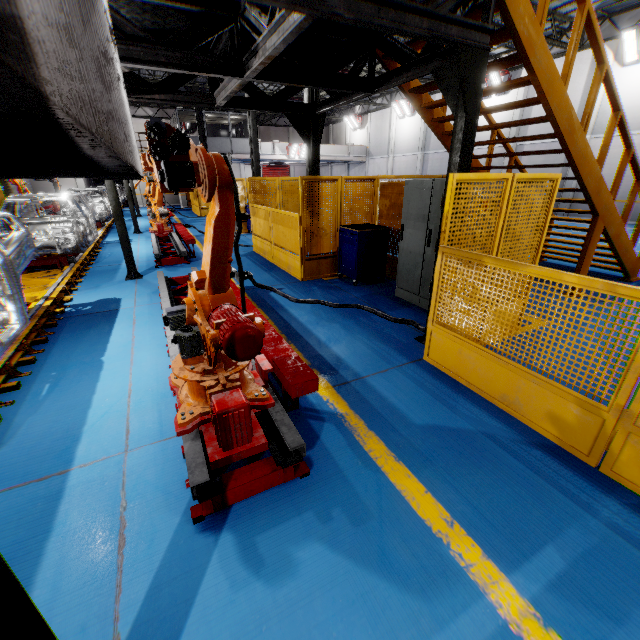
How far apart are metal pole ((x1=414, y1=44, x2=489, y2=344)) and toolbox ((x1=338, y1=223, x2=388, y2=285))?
2.5 meters

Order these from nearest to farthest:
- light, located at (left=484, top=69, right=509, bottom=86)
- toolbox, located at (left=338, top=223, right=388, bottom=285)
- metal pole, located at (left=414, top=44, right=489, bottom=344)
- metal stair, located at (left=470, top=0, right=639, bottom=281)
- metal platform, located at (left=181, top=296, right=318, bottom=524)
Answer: metal platform, located at (left=181, top=296, right=318, bottom=524) < metal pole, located at (left=414, top=44, right=489, bottom=344) < metal stair, located at (left=470, top=0, right=639, bottom=281) < toolbox, located at (left=338, top=223, right=388, bottom=285) < light, located at (left=484, top=69, right=509, bottom=86)

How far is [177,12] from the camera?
4.2m

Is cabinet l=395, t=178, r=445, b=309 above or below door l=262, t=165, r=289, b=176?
below

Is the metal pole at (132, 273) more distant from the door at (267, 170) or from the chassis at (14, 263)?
the door at (267, 170)

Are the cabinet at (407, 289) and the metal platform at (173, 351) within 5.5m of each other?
yes

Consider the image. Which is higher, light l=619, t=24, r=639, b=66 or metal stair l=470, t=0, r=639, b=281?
light l=619, t=24, r=639, b=66

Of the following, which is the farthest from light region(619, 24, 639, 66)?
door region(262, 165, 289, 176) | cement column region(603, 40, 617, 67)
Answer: door region(262, 165, 289, 176)
